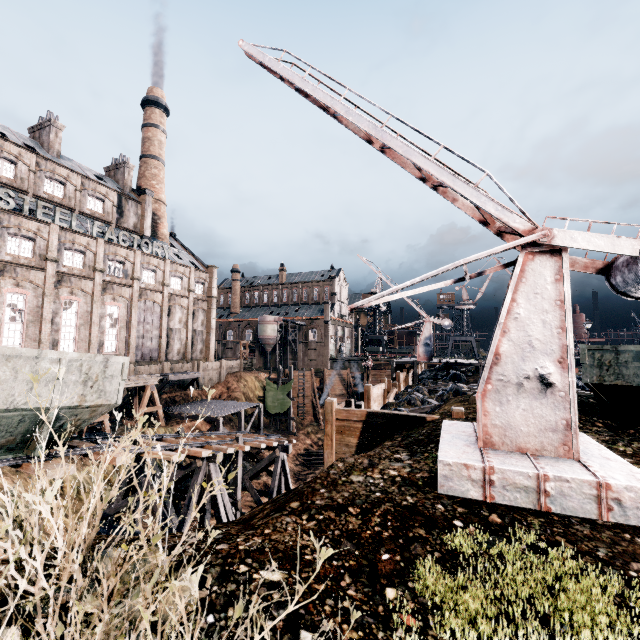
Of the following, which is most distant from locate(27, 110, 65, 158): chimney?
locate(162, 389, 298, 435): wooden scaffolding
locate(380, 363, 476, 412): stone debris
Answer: locate(380, 363, 476, 412): stone debris

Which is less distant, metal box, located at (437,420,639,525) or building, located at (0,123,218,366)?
metal box, located at (437,420,639,525)

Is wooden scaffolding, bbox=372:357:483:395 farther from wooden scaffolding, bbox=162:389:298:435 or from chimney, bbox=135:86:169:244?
chimney, bbox=135:86:169:244

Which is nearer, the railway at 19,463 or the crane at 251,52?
the crane at 251,52

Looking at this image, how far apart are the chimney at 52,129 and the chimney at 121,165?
7.59m

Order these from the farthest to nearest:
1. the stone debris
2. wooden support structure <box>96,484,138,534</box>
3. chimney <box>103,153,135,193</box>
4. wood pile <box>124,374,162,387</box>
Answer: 1. chimney <box>103,153,135,193</box>
2. wood pile <box>124,374,162,387</box>
3. the stone debris
4. wooden support structure <box>96,484,138,534</box>

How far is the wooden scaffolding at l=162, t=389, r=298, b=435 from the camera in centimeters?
3325cm

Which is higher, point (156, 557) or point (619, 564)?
point (156, 557)
